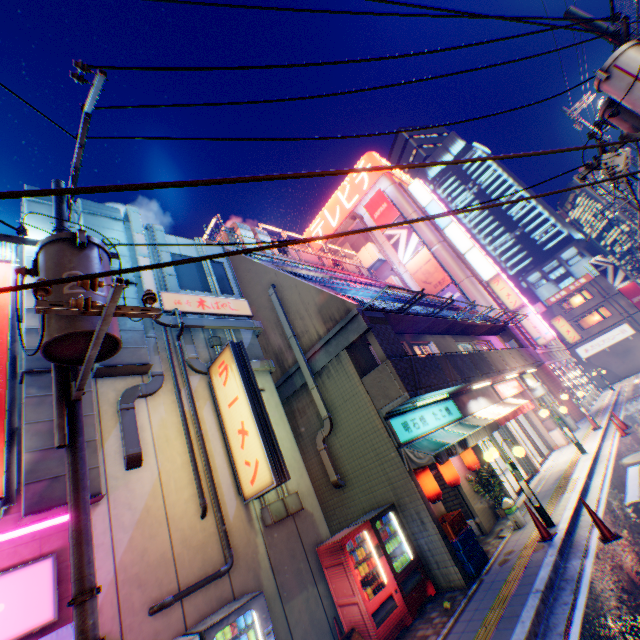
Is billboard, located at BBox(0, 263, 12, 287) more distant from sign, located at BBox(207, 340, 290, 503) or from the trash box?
the trash box

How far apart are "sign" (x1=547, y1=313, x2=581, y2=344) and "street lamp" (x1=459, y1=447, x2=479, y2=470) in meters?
32.7

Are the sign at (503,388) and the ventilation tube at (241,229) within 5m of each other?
no

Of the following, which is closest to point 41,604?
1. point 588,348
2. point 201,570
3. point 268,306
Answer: point 201,570

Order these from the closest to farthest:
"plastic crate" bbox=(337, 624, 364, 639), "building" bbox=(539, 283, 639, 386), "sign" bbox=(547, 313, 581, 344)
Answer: "plastic crate" bbox=(337, 624, 364, 639) → "sign" bbox=(547, 313, 581, 344) → "building" bbox=(539, 283, 639, 386)

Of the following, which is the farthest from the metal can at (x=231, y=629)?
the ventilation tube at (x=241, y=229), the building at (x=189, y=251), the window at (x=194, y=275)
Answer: the ventilation tube at (x=241, y=229)

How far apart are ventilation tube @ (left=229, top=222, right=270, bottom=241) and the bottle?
18.4m

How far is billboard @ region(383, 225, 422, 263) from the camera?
31.28m
